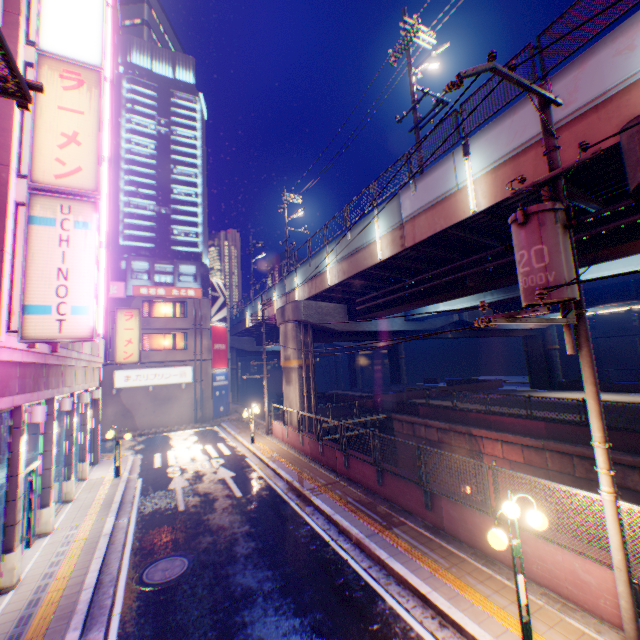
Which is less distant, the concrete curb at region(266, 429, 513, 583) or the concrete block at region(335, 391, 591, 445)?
the concrete curb at region(266, 429, 513, 583)

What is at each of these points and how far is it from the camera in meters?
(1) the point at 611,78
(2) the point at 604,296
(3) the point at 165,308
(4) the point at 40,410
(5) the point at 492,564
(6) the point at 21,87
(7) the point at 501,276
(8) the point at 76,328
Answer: (1) overpass support, 7.3 m
(2) overpass support, 23.5 m
(3) window glass, 30.2 m
(4) street lamp, 8.2 m
(5) concrete curb, 7.3 m
(6) metal fence, 2.7 m
(7) overpass support, 13.2 m
(8) sign, 7.2 m

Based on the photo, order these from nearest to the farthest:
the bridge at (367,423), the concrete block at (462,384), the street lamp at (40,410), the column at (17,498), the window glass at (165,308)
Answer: the column at (17,498) → the street lamp at (40,410) → the bridge at (367,423) → the window glass at (165,308) → the concrete block at (462,384)

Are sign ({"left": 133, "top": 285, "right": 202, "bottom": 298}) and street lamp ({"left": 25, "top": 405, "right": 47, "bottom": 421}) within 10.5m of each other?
no

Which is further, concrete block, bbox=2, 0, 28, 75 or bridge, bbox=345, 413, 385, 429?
bridge, bbox=345, 413, 385, 429

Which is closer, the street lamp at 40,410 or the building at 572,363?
the street lamp at 40,410

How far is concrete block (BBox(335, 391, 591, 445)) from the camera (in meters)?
15.46

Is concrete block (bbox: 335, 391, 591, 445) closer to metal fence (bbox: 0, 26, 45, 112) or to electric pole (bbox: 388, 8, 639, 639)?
metal fence (bbox: 0, 26, 45, 112)
